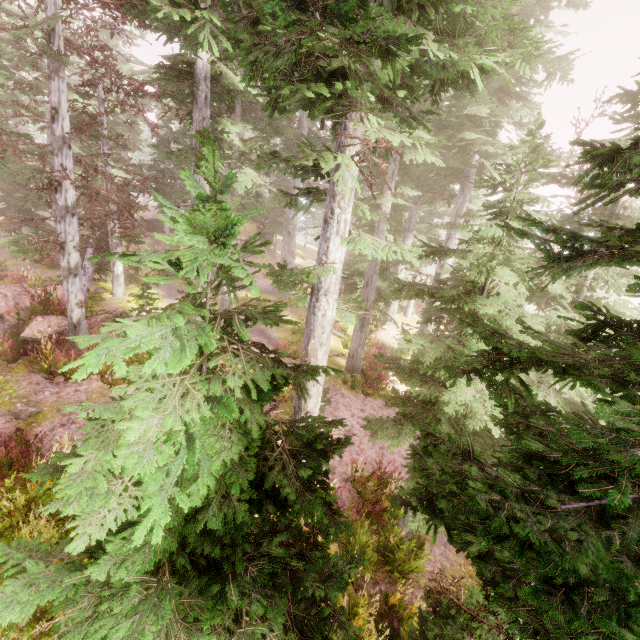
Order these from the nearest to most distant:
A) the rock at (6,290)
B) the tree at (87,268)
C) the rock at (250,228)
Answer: the rock at (6,290) → the tree at (87,268) → the rock at (250,228)

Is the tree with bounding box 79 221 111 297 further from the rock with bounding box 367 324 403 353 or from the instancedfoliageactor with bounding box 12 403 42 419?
the rock with bounding box 367 324 403 353

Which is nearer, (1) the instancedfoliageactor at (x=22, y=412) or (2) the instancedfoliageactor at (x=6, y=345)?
(1) the instancedfoliageactor at (x=22, y=412)

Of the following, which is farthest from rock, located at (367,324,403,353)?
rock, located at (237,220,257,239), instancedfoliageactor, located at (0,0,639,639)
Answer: rock, located at (237,220,257,239)

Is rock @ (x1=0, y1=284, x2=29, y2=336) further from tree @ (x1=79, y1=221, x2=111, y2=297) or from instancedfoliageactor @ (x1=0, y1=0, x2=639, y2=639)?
tree @ (x1=79, y1=221, x2=111, y2=297)

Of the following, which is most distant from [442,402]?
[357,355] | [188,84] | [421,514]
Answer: [188,84]

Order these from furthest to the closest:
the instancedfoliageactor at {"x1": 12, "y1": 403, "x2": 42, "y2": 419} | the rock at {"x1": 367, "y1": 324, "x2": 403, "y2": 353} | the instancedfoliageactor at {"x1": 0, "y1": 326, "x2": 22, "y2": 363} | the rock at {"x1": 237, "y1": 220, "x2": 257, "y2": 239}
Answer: the rock at {"x1": 237, "y1": 220, "x2": 257, "y2": 239} → the rock at {"x1": 367, "y1": 324, "x2": 403, "y2": 353} → the instancedfoliageactor at {"x1": 0, "y1": 326, "x2": 22, "y2": 363} → the instancedfoliageactor at {"x1": 12, "y1": 403, "x2": 42, "y2": 419}
